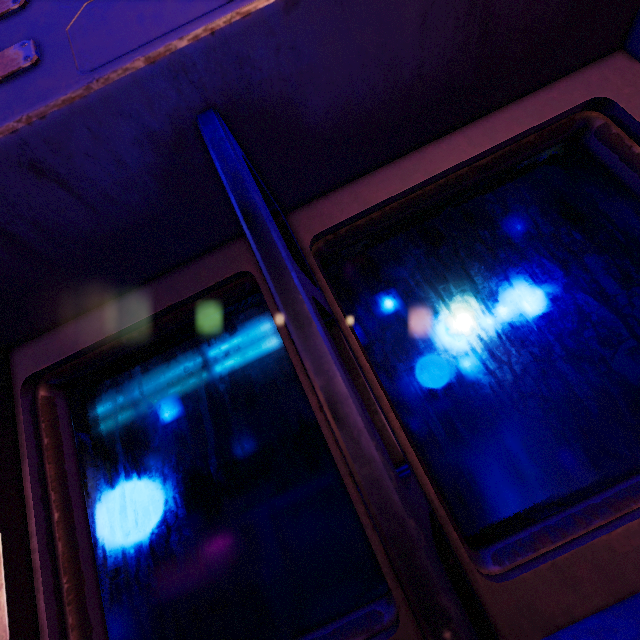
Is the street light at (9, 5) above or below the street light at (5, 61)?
above

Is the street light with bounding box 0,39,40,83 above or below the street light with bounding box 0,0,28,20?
below

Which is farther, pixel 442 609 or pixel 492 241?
pixel 492 241
